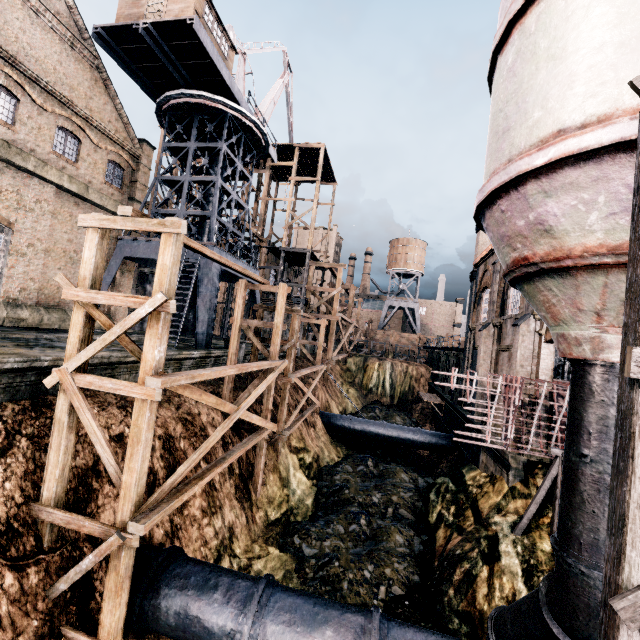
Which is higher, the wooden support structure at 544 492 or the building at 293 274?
the building at 293 274

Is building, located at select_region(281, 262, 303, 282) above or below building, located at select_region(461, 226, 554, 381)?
above

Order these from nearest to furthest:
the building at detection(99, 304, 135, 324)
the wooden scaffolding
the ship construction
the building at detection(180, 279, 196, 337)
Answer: the wooden scaffolding → the ship construction → the building at detection(99, 304, 135, 324) → the building at detection(180, 279, 196, 337)

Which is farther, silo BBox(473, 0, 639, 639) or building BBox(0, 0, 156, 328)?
building BBox(0, 0, 156, 328)

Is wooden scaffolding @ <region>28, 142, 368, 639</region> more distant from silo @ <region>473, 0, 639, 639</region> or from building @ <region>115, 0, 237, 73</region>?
building @ <region>115, 0, 237, 73</region>

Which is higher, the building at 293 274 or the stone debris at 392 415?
the building at 293 274

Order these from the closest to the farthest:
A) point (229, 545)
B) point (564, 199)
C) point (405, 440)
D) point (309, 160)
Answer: point (564, 199) < point (229, 545) < point (405, 440) < point (309, 160)

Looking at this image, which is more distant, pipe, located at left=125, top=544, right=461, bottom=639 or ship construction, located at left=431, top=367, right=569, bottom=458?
ship construction, located at left=431, top=367, right=569, bottom=458
